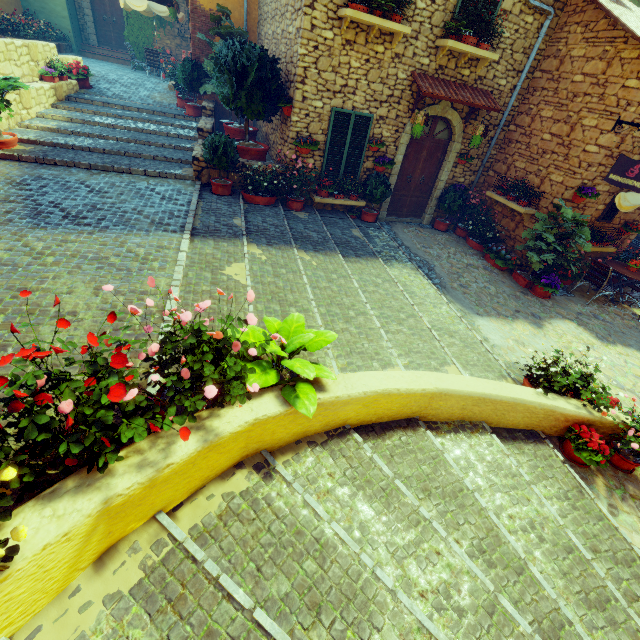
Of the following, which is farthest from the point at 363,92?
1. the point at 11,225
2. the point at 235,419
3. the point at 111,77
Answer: the point at 111,77

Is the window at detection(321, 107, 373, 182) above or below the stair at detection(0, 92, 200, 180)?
above

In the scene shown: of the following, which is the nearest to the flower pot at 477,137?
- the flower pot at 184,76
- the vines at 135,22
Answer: the flower pot at 184,76

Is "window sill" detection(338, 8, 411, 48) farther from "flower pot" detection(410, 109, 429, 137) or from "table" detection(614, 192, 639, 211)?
"table" detection(614, 192, 639, 211)

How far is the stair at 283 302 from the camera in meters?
4.6 m

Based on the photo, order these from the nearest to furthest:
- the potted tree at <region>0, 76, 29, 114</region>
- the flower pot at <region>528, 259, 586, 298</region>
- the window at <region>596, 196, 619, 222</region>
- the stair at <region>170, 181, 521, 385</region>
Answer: the stair at <region>170, 181, 521, 385</region> → the potted tree at <region>0, 76, 29, 114</region> → the flower pot at <region>528, 259, 586, 298</region> → the window at <region>596, 196, 619, 222</region>

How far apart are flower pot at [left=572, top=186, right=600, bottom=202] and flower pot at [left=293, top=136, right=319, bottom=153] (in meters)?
6.60

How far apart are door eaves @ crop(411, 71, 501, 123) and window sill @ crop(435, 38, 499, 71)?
0.3 meters
